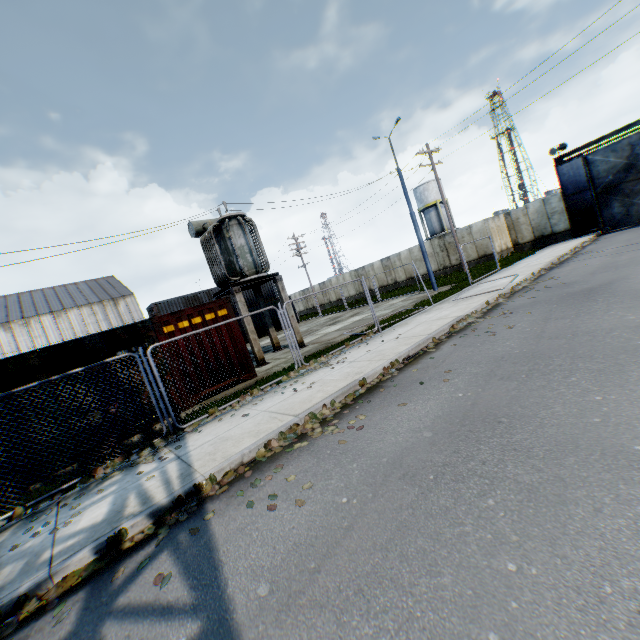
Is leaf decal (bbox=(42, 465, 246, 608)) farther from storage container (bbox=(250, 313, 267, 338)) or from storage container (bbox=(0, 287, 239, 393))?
storage container (bbox=(250, 313, 267, 338))

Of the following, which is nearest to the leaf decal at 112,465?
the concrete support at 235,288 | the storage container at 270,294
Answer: the concrete support at 235,288

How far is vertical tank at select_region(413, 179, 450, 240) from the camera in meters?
45.9

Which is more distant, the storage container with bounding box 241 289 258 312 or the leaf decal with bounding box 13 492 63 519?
the storage container with bounding box 241 289 258 312

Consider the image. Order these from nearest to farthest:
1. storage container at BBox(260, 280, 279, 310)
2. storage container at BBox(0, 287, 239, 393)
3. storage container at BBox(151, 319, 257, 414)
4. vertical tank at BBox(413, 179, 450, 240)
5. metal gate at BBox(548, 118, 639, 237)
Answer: storage container at BBox(0, 287, 239, 393)
storage container at BBox(151, 319, 257, 414)
metal gate at BBox(548, 118, 639, 237)
storage container at BBox(260, 280, 279, 310)
vertical tank at BBox(413, 179, 450, 240)

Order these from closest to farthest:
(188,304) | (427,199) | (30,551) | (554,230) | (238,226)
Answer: (30,551) → (238,226) → (554,230) → (188,304) → (427,199)

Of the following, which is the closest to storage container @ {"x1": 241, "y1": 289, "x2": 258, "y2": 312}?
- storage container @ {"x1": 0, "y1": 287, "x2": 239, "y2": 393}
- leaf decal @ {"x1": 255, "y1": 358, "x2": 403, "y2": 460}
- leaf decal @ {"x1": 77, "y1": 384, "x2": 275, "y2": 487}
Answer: storage container @ {"x1": 0, "y1": 287, "x2": 239, "y2": 393}

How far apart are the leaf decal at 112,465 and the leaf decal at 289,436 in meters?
1.7
